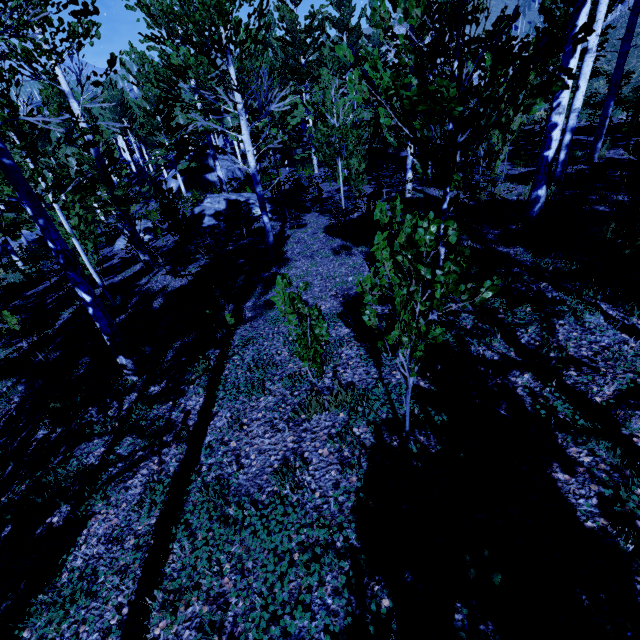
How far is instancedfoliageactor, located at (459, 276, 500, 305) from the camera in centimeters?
183cm

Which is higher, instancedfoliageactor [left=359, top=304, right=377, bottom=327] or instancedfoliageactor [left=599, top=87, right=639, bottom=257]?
instancedfoliageactor [left=359, top=304, right=377, bottom=327]

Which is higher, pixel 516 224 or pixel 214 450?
pixel 516 224

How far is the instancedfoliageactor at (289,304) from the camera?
3.4m

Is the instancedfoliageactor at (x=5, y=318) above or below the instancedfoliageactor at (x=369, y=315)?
below
